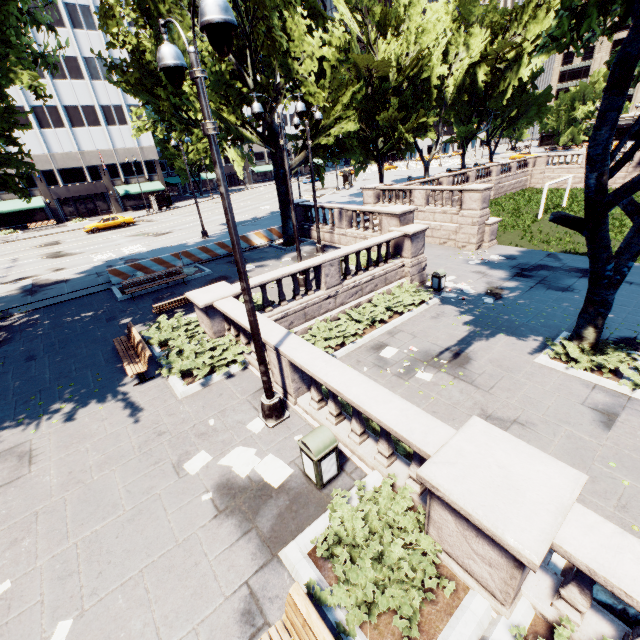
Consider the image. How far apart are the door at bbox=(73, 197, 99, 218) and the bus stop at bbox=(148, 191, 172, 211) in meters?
9.5

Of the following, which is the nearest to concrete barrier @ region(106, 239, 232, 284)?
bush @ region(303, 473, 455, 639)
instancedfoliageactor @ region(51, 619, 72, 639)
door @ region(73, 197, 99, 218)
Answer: instancedfoliageactor @ region(51, 619, 72, 639)

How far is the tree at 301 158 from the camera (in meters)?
18.91

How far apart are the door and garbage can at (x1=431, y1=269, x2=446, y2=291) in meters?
54.3 m

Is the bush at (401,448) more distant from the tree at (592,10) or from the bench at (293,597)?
the tree at (592,10)

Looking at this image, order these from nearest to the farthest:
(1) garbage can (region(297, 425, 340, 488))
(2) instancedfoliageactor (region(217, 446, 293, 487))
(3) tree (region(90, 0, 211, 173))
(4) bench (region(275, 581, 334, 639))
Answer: (4) bench (region(275, 581, 334, 639)), (1) garbage can (region(297, 425, 340, 488)), (2) instancedfoliageactor (region(217, 446, 293, 487)), (3) tree (region(90, 0, 211, 173))

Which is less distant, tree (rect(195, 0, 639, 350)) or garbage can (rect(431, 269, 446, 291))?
tree (rect(195, 0, 639, 350))

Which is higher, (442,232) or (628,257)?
(628,257)
